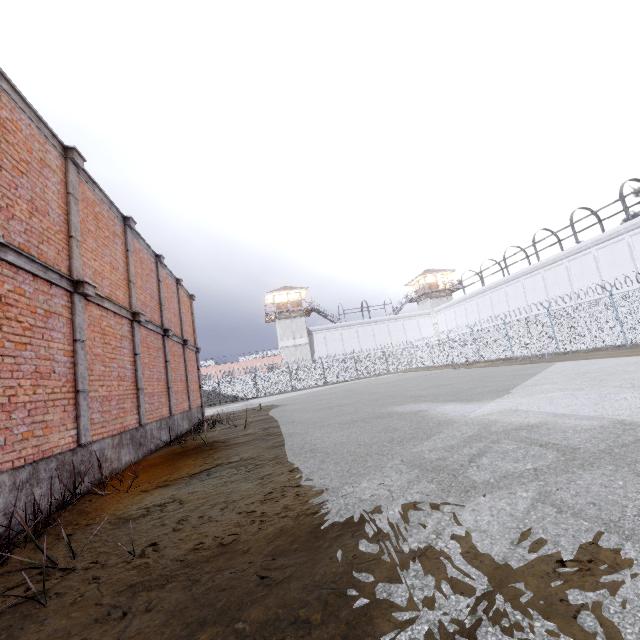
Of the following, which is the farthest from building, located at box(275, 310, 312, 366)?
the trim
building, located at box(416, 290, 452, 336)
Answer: the trim

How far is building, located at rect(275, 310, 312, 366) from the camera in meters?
45.1 m

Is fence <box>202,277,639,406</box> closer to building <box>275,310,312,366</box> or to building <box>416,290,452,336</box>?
building <box>275,310,312,366</box>

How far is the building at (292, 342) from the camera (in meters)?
45.12

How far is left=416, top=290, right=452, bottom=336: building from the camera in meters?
49.9 m

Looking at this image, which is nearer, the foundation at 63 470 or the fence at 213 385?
the foundation at 63 470

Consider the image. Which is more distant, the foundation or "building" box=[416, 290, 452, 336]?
"building" box=[416, 290, 452, 336]

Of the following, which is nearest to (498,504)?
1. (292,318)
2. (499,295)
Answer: (499,295)
